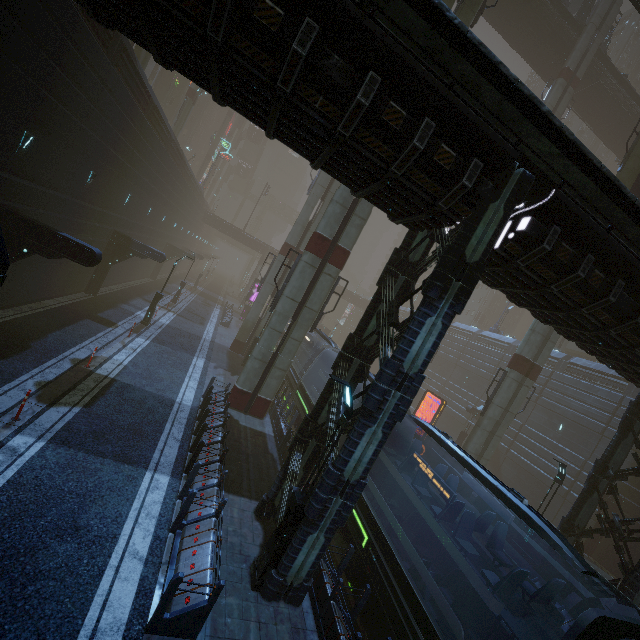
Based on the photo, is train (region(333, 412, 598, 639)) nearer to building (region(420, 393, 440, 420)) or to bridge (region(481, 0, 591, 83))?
building (region(420, 393, 440, 420))

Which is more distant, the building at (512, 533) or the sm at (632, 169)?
the sm at (632, 169)

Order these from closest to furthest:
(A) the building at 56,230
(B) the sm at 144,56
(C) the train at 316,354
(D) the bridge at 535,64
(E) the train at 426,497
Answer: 1. (A) the building at 56,230
2. (E) the train at 426,497
3. (C) the train at 316,354
4. (B) the sm at 144,56
5. (D) the bridge at 535,64

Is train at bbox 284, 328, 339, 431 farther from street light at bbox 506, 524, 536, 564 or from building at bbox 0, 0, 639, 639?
street light at bbox 506, 524, 536, 564

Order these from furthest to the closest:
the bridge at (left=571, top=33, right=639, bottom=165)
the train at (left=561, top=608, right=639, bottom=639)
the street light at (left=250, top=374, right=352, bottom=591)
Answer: the bridge at (left=571, top=33, right=639, bottom=165)
the street light at (left=250, top=374, right=352, bottom=591)
the train at (left=561, top=608, right=639, bottom=639)

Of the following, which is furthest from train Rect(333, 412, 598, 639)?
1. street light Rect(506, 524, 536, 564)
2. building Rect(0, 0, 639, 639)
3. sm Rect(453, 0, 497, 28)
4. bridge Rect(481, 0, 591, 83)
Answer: bridge Rect(481, 0, 591, 83)

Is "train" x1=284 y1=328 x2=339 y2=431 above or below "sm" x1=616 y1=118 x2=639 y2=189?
below

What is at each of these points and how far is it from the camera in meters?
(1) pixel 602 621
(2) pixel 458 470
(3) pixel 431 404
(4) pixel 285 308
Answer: (1) train, 5.3
(2) sm, 21.3
(3) building, 43.8
(4) sm, 16.5
